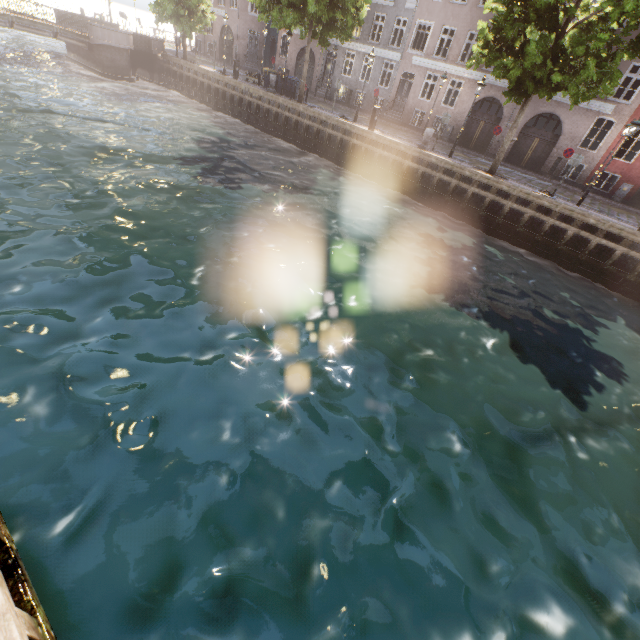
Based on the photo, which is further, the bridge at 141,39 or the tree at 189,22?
the tree at 189,22

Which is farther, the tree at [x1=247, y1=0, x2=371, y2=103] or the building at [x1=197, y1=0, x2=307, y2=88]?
the building at [x1=197, y1=0, x2=307, y2=88]

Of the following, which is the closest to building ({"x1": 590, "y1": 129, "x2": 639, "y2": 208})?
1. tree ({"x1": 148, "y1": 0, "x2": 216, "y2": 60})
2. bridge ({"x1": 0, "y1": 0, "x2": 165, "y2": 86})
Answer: tree ({"x1": 148, "y1": 0, "x2": 216, "y2": 60})

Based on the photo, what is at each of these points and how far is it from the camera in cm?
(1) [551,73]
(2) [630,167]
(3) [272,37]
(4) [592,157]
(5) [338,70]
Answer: (1) tree, 1255
(2) building, 1967
(3) building, 3472
(4) building, 2056
(5) building, 2880

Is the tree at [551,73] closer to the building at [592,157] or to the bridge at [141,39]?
the bridge at [141,39]

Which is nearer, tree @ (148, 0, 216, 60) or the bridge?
the bridge

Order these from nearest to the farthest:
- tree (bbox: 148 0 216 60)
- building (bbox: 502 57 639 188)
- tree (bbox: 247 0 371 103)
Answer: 1. tree (bbox: 247 0 371 103)
2. building (bbox: 502 57 639 188)
3. tree (bbox: 148 0 216 60)
